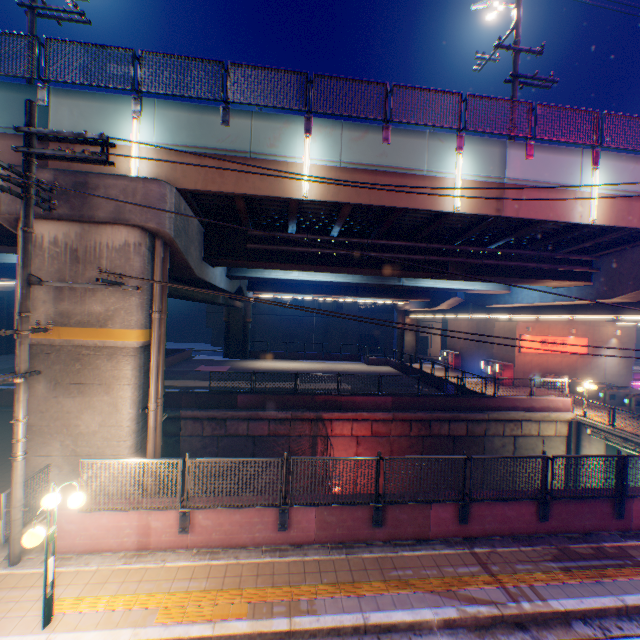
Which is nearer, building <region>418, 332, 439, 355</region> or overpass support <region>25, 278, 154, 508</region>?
overpass support <region>25, 278, 154, 508</region>

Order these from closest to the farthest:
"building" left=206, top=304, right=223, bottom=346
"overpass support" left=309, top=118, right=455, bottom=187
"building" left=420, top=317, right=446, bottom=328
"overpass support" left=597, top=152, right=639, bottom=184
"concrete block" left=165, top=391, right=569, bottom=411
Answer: "overpass support" left=309, top=118, right=455, bottom=187, "overpass support" left=597, top=152, right=639, bottom=184, "concrete block" left=165, top=391, right=569, bottom=411, "building" left=206, top=304, right=223, bottom=346, "building" left=420, top=317, right=446, bottom=328

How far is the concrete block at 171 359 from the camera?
31.5m

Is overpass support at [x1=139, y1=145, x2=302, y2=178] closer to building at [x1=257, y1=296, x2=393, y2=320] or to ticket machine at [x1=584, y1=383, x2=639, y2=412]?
ticket machine at [x1=584, y1=383, x2=639, y2=412]

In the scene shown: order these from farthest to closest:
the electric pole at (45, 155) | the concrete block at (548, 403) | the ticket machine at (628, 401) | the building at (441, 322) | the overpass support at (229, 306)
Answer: the building at (441, 322)
the ticket machine at (628, 401)
the concrete block at (548, 403)
the overpass support at (229, 306)
the electric pole at (45, 155)

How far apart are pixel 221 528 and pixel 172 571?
1.2 meters

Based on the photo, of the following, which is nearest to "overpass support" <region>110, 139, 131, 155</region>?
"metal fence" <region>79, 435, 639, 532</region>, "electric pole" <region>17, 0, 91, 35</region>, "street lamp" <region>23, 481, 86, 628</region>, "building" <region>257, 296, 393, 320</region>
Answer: "metal fence" <region>79, 435, 639, 532</region>
